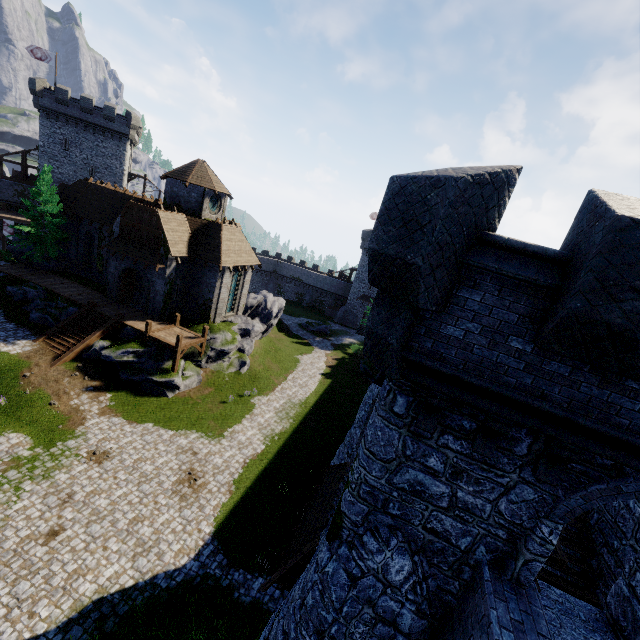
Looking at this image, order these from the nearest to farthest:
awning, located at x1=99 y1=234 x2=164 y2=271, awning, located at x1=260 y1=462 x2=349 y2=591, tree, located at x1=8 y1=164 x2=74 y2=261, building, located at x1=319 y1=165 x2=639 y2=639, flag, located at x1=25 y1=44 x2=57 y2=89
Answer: building, located at x1=319 y1=165 x2=639 y2=639 < awning, located at x1=260 y1=462 x2=349 y2=591 < awning, located at x1=99 y1=234 x2=164 y2=271 < tree, located at x1=8 y1=164 x2=74 y2=261 < flag, located at x1=25 y1=44 x2=57 y2=89

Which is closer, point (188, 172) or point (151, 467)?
point (151, 467)

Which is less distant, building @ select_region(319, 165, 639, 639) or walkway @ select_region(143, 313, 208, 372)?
building @ select_region(319, 165, 639, 639)

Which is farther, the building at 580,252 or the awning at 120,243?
the awning at 120,243

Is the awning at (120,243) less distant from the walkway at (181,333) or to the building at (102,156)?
the building at (102,156)

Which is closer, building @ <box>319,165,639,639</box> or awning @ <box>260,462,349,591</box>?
building @ <box>319,165,639,639</box>

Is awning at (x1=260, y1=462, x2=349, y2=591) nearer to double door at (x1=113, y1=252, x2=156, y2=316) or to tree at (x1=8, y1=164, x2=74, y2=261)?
double door at (x1=113, y1=252, x2=156, y2=316)

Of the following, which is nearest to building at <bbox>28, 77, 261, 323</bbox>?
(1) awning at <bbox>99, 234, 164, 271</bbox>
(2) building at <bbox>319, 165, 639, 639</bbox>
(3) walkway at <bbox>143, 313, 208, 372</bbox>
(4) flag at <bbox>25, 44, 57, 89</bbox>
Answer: (1) awning at <bbox>99, 234, 164, 271</bbox>
